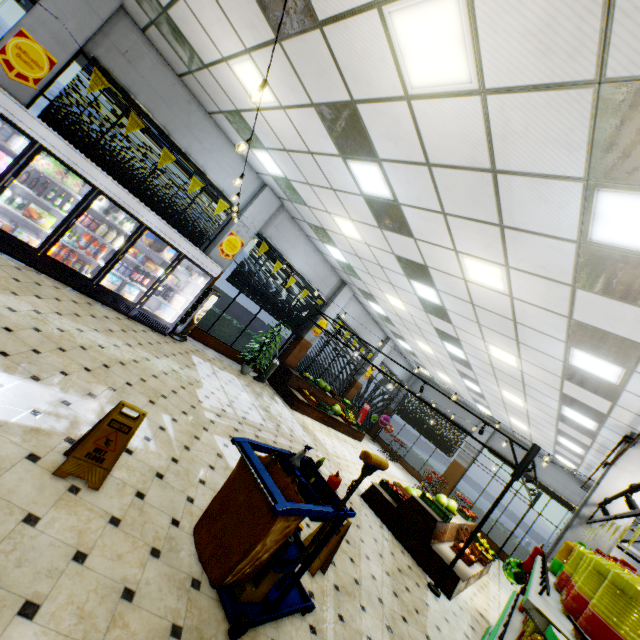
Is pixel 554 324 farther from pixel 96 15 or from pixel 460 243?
pixel 96 15

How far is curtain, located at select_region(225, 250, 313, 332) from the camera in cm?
999

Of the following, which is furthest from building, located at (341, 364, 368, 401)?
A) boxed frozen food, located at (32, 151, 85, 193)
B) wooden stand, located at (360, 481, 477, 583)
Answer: boxed frozen food, located at (32, 151, 85, 193)

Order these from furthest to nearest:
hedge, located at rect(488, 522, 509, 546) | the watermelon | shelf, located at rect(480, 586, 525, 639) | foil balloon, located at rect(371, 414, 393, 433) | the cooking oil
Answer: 1. foil balloon, located at rect(371, 414, 393, 433)
2. hedge, located at rect(488, 522, 509, 546)
3. the watermelon
4. the cooking oil
5. shelf, located at rect(480, 586, 525, 639)

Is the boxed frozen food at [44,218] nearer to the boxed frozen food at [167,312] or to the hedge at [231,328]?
the boxed frozen food at [167,312]

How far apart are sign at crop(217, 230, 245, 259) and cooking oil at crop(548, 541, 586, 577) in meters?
9.1 m

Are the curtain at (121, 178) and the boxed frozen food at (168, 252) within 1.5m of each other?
yes

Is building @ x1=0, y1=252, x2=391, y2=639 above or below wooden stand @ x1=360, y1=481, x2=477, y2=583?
below
